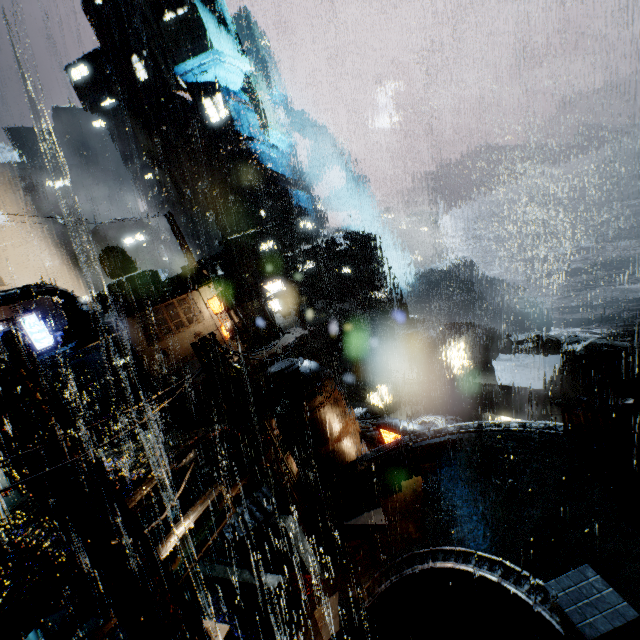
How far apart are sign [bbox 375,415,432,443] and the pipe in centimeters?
1997cm

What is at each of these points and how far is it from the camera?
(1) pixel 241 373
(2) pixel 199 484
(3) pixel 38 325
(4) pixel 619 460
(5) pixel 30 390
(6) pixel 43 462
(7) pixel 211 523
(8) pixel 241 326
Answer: (1) cloth, 29.64m
(2) stairs, 26.42m
(3) sign, 24.02m
(4) building, 8.92m
(5) street light, 6.80m
(6) street light, 6.22m
(7) sign, 10.26m
(8) pipe, 33.28m

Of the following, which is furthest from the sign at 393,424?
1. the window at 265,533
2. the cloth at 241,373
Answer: the cloth at 241,373

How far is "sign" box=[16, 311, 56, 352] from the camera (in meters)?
23.58

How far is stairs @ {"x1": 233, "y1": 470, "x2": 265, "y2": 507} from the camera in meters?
28.0

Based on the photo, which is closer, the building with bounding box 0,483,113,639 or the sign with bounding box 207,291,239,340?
the building with bounding box 0,483,113,639

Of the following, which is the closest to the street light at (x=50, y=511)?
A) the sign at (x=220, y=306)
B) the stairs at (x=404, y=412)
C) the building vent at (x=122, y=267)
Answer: the sign at (x=220, y=306)

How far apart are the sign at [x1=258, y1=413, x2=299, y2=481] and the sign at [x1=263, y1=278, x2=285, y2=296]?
26.35m
